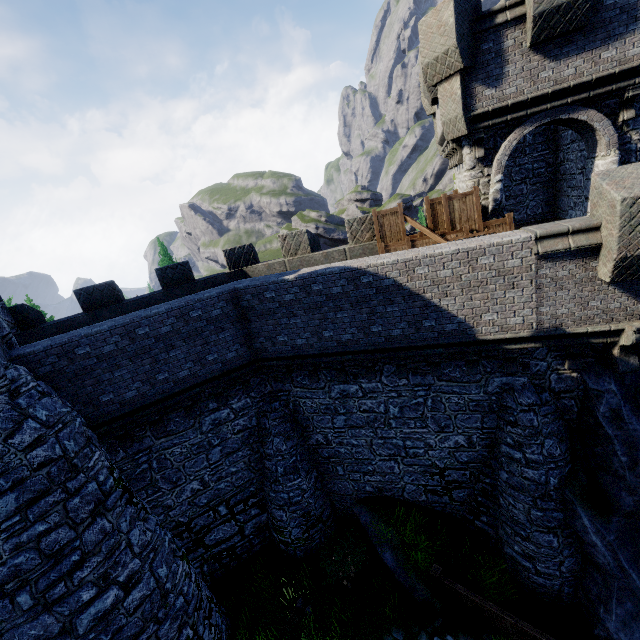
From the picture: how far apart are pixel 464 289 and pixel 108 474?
10.2 meters

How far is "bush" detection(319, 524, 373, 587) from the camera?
11.1 meters

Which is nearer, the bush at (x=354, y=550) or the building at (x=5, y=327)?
the building at (x=5, y=327)

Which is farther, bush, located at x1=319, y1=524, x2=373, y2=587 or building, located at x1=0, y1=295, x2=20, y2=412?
bush, located at x1=319, y1=524, x2=373, y2=587

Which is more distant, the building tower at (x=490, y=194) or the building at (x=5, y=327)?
the building tower at (x=490, y=194)

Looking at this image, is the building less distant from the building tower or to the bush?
the bush

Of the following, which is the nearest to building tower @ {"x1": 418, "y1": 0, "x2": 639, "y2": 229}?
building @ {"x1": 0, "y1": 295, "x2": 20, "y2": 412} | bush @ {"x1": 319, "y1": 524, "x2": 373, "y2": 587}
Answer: bush @ {"x1": 319, "y1": 524, "x2": 373, "y2": 587}

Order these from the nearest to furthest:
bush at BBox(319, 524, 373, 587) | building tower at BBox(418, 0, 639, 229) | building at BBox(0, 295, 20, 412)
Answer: building at BBox(0, 295, 20, 412)
building tower at BBox(418, 0, 639, 229)
bush at BBox(319, 524, 373, 587)
